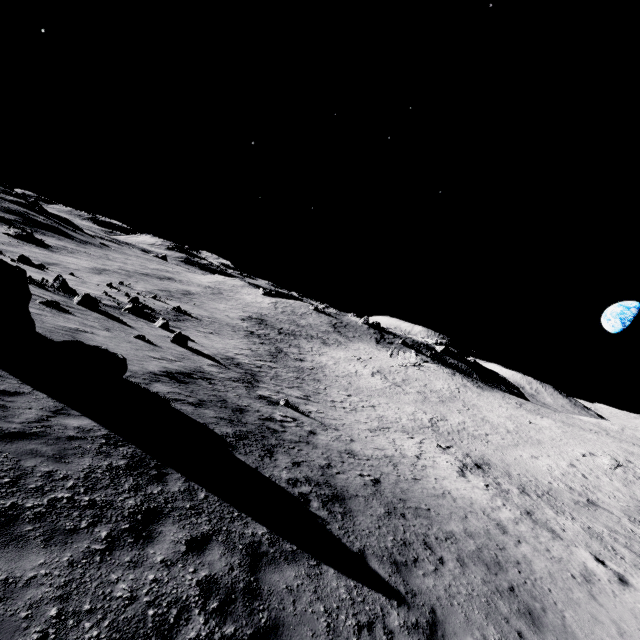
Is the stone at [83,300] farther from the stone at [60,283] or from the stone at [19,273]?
the stone at [19,273]

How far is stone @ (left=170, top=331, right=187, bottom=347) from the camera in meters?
27.0 m

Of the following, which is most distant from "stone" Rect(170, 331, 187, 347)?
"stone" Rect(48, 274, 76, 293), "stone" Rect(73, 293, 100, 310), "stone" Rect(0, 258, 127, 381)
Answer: "stone" Rect(0, 258, 127, 381)

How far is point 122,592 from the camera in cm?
441

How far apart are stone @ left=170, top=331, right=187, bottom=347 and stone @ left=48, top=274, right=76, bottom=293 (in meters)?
14.00

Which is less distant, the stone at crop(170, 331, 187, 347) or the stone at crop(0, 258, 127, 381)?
the stone at crop(0, 258, 127, 381)

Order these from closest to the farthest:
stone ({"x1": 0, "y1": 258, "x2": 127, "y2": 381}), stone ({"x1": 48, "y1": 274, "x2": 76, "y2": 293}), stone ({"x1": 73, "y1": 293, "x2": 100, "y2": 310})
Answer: stone ({"x1": 0, "y1": 258, "x2": 127, "y2": 381}), stone ({"x1": 73, "y1": 293, "x2": 100, "y2": 310}), stone ({"x1": 48, "y1": 274, "x2": 76, "y2": 293})

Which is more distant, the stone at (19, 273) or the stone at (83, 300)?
the stone at (83, 300)
